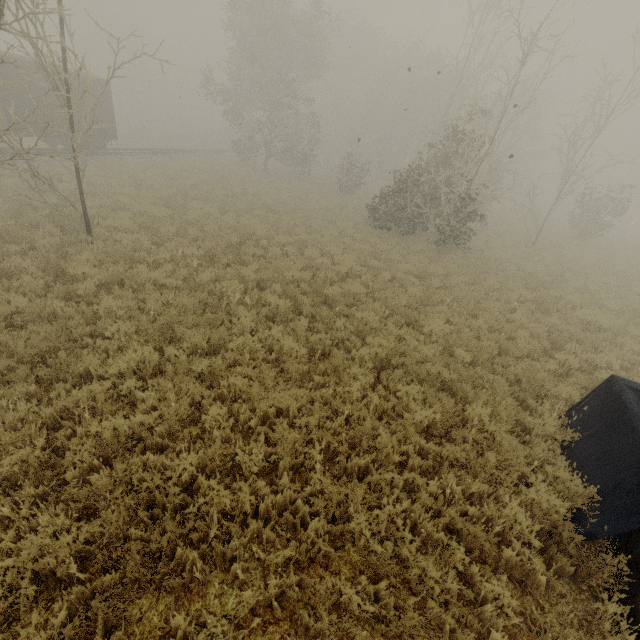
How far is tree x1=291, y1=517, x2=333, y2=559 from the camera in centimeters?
385cm

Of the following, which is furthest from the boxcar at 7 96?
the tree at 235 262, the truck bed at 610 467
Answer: the truck bed at 610 467

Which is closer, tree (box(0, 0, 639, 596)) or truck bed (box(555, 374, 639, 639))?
truck bed (box(555, 374, 639, 639))

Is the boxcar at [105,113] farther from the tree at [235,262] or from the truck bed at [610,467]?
the truck bed at [610,467]

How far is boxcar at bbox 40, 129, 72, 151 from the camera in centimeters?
1941cm

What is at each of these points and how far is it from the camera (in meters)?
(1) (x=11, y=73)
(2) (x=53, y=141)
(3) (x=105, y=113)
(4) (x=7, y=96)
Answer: (1) boxcar, 16.88
(2) boxcar, 21.92
(3) boxcar, 22.84
(4) boxcar, 16.94

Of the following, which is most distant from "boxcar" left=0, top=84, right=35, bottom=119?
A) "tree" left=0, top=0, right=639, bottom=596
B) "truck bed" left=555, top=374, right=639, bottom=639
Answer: "truck bed" left=555, top=374, right=639, bottom=639
